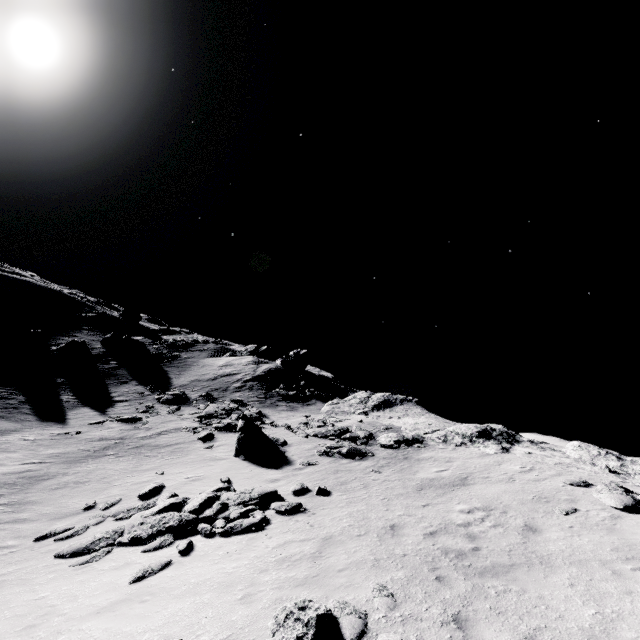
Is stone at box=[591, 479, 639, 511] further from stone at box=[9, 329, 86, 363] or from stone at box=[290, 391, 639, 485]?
stone at box=[9, 329, 86, 363]

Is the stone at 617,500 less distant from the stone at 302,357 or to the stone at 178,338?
the stone at 302,357

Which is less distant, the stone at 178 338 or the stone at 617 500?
the stone at 617 500

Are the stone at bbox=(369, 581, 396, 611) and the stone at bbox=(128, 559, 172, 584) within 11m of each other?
yes

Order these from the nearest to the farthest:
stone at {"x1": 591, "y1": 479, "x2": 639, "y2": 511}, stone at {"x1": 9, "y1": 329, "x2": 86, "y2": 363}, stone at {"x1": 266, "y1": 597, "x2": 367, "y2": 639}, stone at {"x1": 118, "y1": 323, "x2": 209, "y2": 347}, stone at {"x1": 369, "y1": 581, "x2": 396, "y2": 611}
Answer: stone at {"x1": 266, "y1": 597, "x2": 367, "y2": 639} < stone at {"x1": 369, "y1": 581, "x2": 396, "y2": 611} < stone at {"x1": 591, "y1": 479, "x2": 639, "y2": 511} < stone at {"x1": 9, "y1": 329, "x2": 86, "y2": 363} < stone at {"x1": 118, "y1": 323, "x2": 209, "y2": 347}

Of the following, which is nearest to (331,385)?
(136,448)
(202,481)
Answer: (136,448)

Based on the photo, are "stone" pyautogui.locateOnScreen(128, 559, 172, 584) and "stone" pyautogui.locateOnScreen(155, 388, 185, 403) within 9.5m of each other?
no

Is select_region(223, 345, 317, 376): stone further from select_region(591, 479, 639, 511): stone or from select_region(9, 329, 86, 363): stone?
select_region(591, 479, 639, 511): stone
